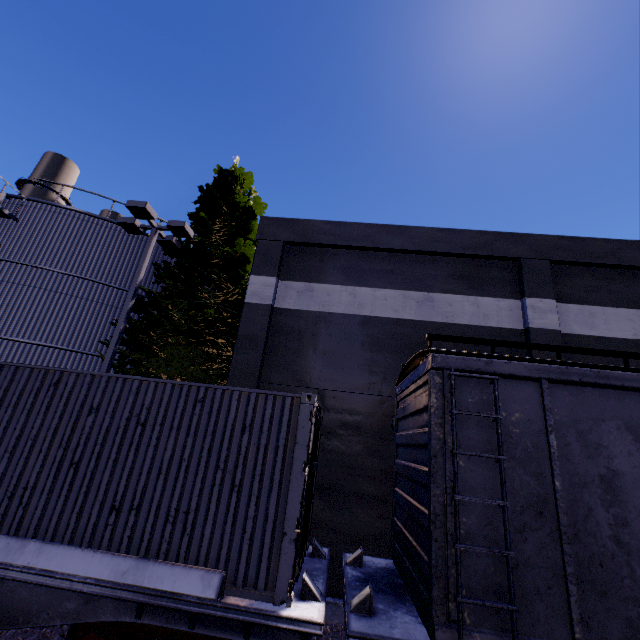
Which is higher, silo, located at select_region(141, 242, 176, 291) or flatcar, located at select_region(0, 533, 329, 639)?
silo, located at select_region(141, 242, 176, 291)

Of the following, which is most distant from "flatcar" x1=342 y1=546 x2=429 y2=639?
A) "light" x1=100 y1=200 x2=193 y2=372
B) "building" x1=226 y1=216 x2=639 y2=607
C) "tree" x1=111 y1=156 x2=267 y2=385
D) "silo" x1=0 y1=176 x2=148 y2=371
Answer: "light" x1=100 y1=200 x2=193 y2=372

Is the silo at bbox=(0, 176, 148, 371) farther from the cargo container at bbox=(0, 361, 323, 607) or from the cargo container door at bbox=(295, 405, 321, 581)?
the cargo container door at bbox=(295, 405, 321, 581)

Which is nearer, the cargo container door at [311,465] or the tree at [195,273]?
the cargo container door at [311,465]

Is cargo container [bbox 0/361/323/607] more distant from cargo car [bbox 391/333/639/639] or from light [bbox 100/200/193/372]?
light [bbox 100/200/193/372]

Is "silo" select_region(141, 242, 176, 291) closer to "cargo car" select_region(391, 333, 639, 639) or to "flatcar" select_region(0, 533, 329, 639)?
"cargo car" select_region(391, 333, 639, 639)

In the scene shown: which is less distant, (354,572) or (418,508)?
(418,508)

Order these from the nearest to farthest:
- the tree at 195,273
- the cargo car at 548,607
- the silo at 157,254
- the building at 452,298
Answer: the cargo car at 548,607, the building at 452,298, the tree at 195,273, the silo at 157,254
